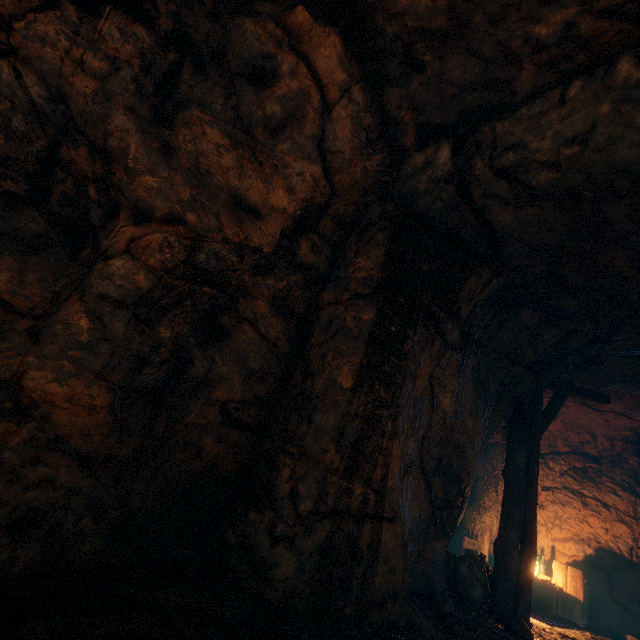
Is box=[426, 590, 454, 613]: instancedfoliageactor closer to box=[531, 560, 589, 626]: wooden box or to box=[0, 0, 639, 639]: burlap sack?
box=[0, 0, 639, 639]: burlap sack

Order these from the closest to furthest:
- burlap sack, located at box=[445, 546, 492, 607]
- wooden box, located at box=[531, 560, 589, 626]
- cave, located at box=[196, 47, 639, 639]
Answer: cave, located at box=[196, 47, 639, 639] → burlap sack, located at box=[445, 546, 492, 607] → wooden box, located at box=[531, 560, 589, 626]

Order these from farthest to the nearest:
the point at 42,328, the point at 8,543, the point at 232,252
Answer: the point at 232,252 → the point at 42,328 → the point at 8,543

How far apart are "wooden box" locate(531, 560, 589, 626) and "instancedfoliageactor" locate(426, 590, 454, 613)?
4.5m

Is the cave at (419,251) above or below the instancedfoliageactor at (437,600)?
above

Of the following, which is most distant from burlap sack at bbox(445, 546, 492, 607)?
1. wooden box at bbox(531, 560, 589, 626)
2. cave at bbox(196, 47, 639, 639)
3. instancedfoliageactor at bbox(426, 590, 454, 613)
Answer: wooden box at bbox(531, 560, 589, 626)

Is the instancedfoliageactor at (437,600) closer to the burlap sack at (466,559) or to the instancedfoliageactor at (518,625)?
the instancedfoliageactor at (518,625)

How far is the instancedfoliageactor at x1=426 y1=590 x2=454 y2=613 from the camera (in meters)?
4.39
